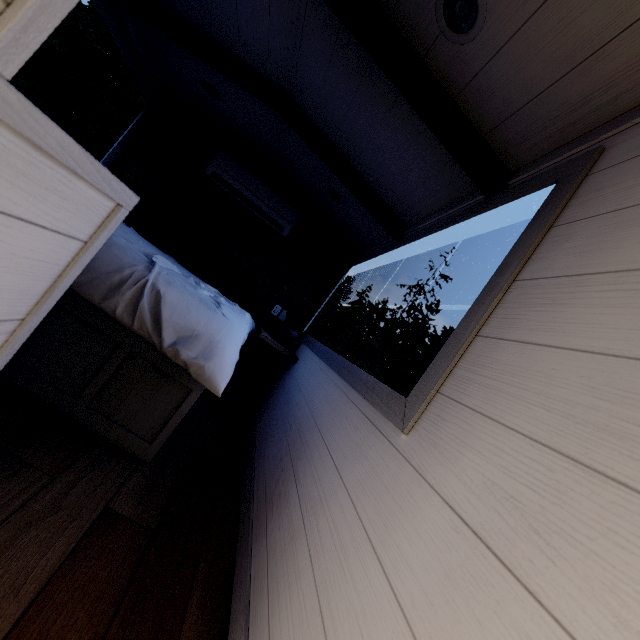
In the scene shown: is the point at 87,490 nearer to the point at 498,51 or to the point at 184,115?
the point at 498,51

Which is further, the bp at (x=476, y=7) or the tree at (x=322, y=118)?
the bp at (x=476, y=7)

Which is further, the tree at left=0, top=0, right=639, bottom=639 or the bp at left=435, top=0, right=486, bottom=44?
the bp at left=435, top=0, right=486, bottom=44
